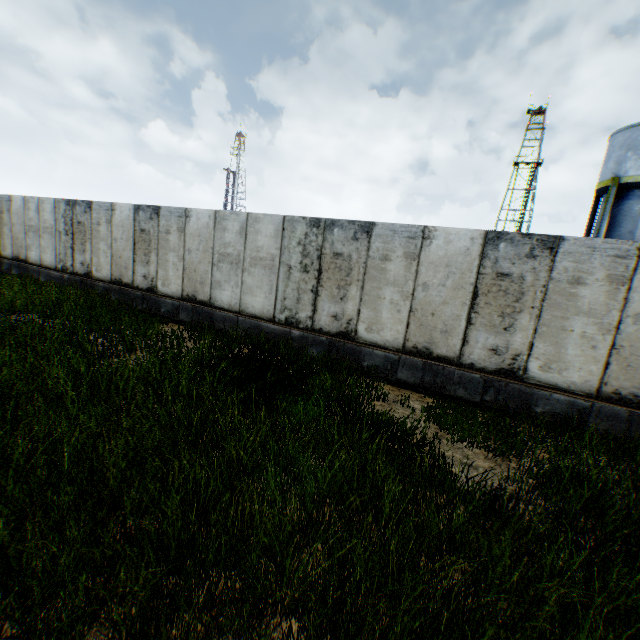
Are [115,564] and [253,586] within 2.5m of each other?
yes
